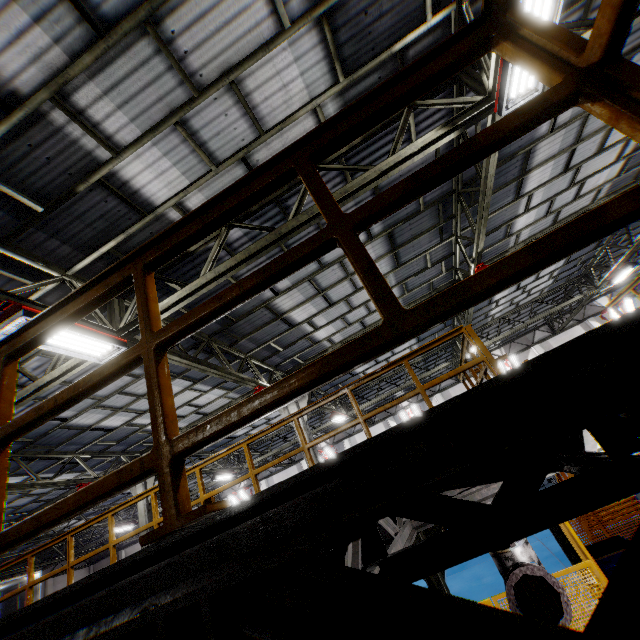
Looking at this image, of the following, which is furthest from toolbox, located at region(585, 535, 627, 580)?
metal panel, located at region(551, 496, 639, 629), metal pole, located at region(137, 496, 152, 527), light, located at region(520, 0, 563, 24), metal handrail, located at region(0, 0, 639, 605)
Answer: metal pole, located at region(137, 496, 152, 527)

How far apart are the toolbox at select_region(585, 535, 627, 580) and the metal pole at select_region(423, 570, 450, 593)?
4.8 meters

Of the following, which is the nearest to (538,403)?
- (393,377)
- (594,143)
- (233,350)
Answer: (233,350)

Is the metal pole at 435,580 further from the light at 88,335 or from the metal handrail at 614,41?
the light at 88,335

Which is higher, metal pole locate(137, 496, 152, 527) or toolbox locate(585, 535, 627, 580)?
metal pole locate(137, 496, 152, 527)

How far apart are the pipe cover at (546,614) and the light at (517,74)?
5.76m

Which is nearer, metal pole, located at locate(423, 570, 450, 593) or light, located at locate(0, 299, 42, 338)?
metal pole, located at locate(423, 570, 450, 593)

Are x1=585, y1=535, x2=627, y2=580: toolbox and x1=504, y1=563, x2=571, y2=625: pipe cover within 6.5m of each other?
yes
